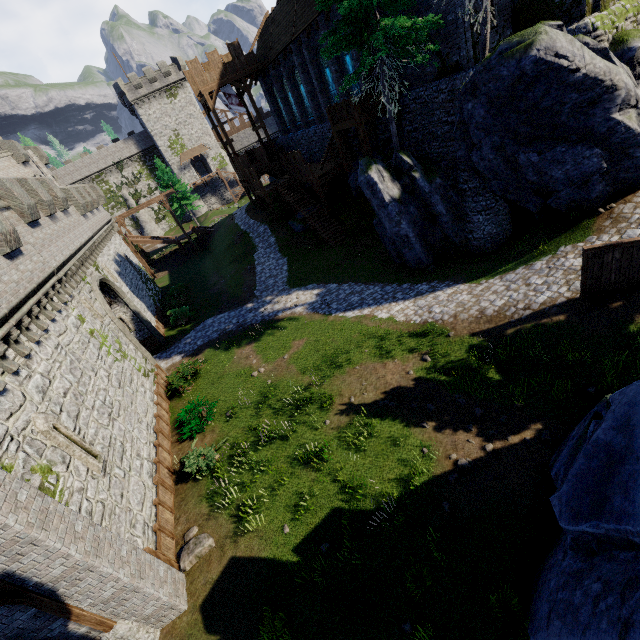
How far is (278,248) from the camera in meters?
28.3 m

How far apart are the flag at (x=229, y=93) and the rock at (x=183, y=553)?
33.4 meters

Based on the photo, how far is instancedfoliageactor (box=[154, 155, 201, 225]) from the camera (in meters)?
43.75

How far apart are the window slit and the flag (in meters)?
30.87

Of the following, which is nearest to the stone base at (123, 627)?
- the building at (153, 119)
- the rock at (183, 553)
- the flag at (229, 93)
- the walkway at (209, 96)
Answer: the rock at (183, 553)

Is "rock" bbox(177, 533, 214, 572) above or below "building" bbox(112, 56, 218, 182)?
below

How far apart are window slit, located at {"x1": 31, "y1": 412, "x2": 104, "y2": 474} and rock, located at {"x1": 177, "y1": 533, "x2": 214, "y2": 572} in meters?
3.5 m

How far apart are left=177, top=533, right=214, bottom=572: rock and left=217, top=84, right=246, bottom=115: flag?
33.4 meters
